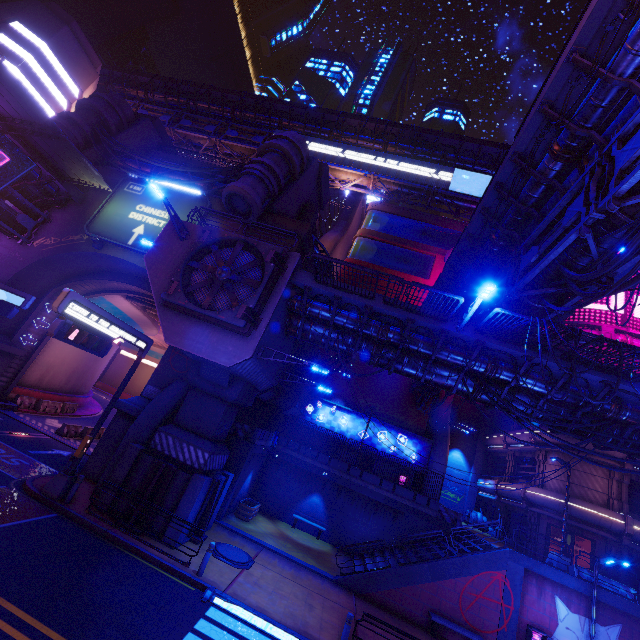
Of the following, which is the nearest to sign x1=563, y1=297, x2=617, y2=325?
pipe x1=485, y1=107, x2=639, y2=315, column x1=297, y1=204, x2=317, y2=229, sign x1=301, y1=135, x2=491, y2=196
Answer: pipe x1=485, y1=107, x2=639, y2=315

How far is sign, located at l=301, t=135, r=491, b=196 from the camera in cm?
4072

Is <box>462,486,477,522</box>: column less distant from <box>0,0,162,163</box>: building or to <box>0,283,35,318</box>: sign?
<box>0,283,35,318</box>: sign

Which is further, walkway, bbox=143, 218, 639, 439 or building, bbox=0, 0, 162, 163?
building, bbox=0, 0, 162, 163

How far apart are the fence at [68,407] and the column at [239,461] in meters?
18.5

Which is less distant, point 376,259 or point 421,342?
point 421,342

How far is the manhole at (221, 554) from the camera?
13.5 meters

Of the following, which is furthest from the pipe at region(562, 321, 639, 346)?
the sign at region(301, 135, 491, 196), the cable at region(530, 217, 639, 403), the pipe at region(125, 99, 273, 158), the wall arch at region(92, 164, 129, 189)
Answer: the sign at region(301, 135, 491, 196)
